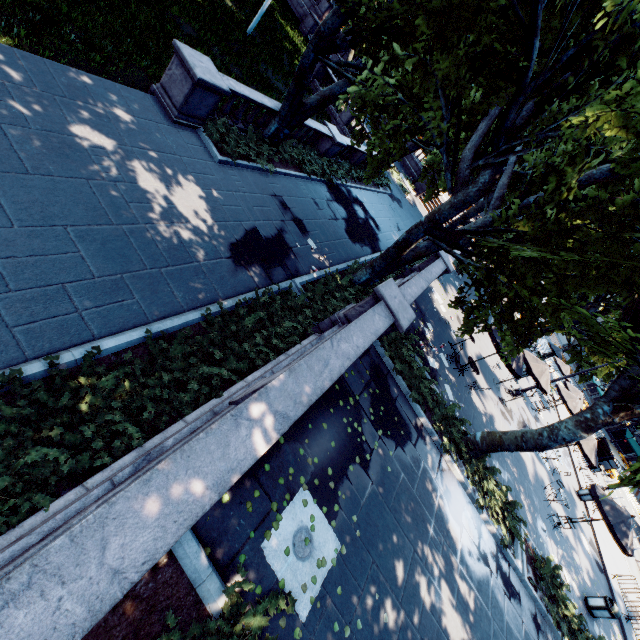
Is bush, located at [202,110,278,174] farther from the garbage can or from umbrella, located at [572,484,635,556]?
the garbage can

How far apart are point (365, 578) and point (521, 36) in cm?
1415

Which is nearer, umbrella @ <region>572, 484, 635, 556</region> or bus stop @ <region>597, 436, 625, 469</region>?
umbrella @ <region>572, 484, 635, 556</region>

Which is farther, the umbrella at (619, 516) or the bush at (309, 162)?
the bush at (309, 162)

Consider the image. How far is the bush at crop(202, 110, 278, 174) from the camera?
11.8 meters

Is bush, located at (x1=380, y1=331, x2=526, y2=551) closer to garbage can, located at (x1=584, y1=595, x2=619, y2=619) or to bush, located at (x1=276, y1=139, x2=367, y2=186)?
garbage can, located at (x1=584, y1=595, x2=619, y2=619)

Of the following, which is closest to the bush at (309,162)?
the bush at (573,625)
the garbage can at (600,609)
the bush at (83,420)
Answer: the bush at (83,420)

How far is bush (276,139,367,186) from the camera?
16.0m
